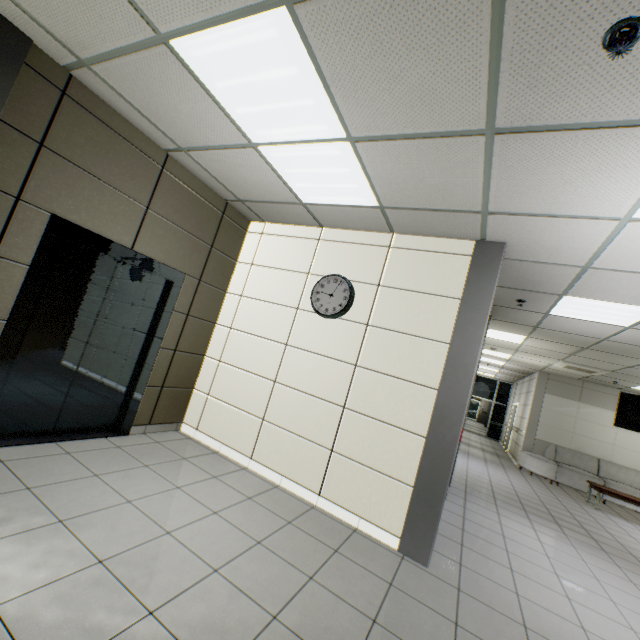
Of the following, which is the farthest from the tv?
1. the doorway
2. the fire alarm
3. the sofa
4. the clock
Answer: the doorway

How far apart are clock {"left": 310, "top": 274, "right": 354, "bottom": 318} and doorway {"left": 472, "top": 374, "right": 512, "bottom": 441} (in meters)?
16.46

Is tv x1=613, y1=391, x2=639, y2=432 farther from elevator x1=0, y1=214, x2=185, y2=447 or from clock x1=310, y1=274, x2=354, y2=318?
elevator x1=0, y1=214, x2=185, y2=447

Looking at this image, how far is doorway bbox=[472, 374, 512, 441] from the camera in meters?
17.7 m

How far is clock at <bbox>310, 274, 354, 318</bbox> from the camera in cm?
393

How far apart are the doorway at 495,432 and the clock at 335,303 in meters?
16.5

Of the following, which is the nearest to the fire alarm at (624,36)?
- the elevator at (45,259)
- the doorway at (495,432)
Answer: the elevator at (45,259)

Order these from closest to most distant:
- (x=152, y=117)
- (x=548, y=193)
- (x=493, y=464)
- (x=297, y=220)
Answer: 1. (x=548, y=193)
2. (x=152, y=117)
3. (x=297, y=220)
4. (x=493, y=464)
